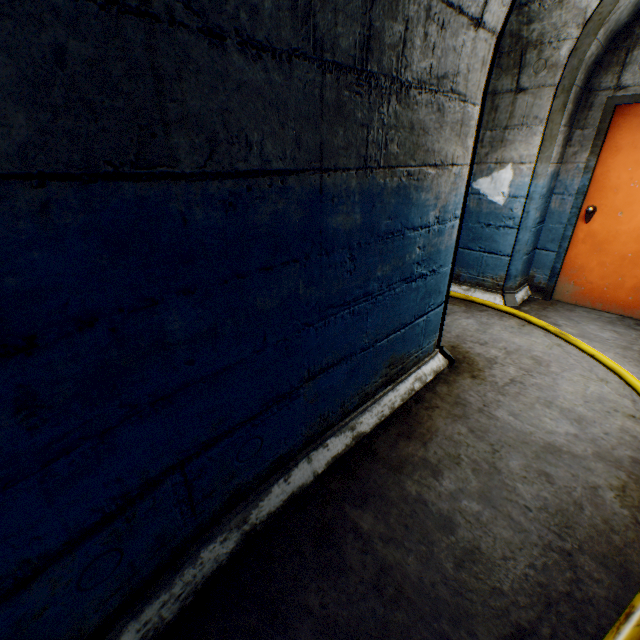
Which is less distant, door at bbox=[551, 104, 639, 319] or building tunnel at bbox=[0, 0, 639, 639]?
building tunnel at bbox=[0, 0, 639, 639]

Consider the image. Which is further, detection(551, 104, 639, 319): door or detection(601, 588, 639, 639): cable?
detection(551, 104, 639, 319): door

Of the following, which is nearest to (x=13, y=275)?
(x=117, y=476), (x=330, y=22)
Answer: (x=117, y=476)

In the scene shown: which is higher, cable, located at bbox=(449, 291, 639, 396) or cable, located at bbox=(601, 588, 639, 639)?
cable, located at bbox=(601, 588, 639, 639)

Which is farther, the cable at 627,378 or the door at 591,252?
the door at 591,252

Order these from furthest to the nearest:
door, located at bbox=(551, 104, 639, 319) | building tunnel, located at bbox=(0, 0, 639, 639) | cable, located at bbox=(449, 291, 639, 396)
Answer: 1. door, located at bbox=(551, 104, 639, 319)
2. cable, located at bbox=(449, 291, 639, 396)
3. building tunnel, located at bbox=(0, 0, 639, 639)

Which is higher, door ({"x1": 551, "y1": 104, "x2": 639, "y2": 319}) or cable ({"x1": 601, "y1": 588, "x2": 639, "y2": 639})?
door ({"x1": 551, "y1": 104, "x2": 639, "y2": 319})
